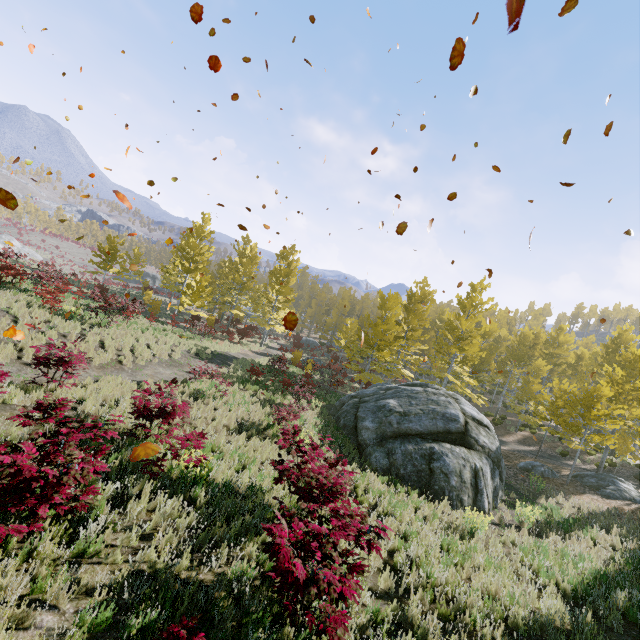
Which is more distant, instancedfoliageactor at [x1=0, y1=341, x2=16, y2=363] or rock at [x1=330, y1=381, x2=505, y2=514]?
rock at [x1=330, y1=381, x2=505, y2=514]

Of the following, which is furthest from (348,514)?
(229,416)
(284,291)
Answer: (284,291)

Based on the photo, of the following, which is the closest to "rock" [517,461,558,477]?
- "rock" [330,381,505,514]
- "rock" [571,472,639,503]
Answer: "rock" [571,472,639,503]

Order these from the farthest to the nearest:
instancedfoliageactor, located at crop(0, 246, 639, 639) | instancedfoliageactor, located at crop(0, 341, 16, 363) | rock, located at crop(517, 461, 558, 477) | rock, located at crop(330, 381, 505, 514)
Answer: rock, located at crop(517, 461, 558, 477) < rock, located at crop(330, 381, 505, 514) < instancedfoliageactor, located at crop(0, 341, 16, 363) < instancedfoliageactor, located at crop(0, 246, 639, 639)

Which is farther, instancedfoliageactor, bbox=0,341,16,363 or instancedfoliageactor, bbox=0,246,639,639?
instancedfoliageactor, bbox=0,341,16,363

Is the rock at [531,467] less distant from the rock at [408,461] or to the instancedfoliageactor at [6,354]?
the rock at [408,461]

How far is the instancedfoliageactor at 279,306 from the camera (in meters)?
22.88

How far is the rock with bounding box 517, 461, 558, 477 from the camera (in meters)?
18.08
